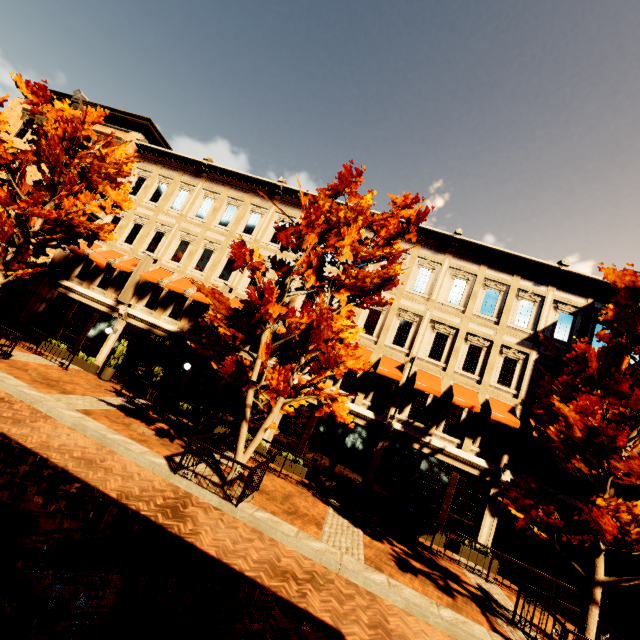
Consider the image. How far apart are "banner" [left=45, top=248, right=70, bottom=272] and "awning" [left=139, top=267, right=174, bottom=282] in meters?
5.3

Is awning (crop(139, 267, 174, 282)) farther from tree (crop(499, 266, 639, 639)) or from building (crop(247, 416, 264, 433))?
tree (crop(499, 266, 639, 639))

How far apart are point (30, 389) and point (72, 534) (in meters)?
7.58

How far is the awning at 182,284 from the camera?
16.6 meters

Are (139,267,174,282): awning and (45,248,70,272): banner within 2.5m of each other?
no

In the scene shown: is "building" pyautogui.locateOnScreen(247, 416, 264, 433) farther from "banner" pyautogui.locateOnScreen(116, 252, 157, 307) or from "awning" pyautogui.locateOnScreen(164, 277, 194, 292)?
"awning" pyautogui.locateOnScreen(164, 277, 194, 292)

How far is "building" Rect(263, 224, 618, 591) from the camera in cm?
1336

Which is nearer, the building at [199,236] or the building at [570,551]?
the building at [570,551]
